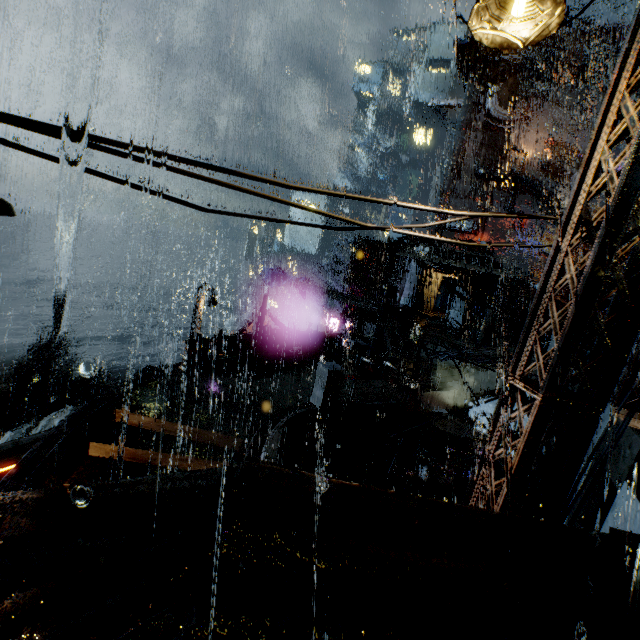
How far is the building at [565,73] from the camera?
41.9 meters

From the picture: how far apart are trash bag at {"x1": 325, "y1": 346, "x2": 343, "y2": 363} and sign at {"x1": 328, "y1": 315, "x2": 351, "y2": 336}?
15.8 meters

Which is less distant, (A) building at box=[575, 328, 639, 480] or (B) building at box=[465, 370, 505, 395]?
(A) building at box=[575, 328, 639, 480]

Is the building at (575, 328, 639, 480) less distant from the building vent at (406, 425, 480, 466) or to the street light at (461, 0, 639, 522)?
→ the building vent at (406, 425, 480, 466)

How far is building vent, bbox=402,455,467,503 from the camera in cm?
1351

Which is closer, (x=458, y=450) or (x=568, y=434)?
(x=568, y=434)

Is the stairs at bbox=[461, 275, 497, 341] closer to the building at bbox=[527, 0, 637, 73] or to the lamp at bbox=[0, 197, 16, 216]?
the building at bbox=[527, 0, 637, 73]
